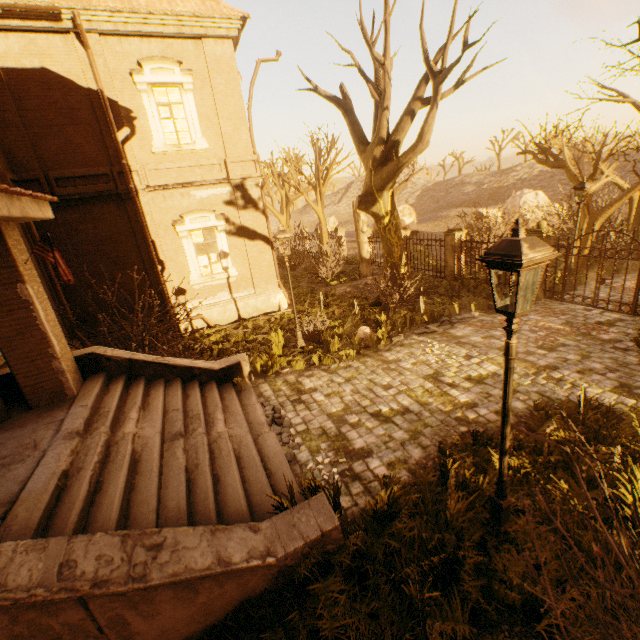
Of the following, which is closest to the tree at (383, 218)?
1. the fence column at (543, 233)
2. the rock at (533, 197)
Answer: the fence column at (543, 233)

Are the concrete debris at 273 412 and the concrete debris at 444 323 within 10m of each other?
yes

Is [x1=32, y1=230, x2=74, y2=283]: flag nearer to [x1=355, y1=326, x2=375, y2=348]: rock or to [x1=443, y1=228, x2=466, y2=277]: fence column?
[x1=355, y1=326, x2=375, y2=348]: rock

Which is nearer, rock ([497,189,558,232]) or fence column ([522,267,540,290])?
fence column ([522,267,540,290])

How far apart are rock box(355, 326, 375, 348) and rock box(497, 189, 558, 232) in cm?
1962

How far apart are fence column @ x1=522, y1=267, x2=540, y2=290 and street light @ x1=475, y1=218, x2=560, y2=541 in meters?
10.1

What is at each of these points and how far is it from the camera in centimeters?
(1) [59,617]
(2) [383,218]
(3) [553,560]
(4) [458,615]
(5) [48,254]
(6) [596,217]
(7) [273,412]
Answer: (1) stairs, 282cm
(2) tree, 1241cm
(3) instancedfoliageactor, 369cm
(4) instancedfoliageactor, 350cm
(5) flag, 614cm
(6) tree, 1355cm
(7) concrete debris, 748cm

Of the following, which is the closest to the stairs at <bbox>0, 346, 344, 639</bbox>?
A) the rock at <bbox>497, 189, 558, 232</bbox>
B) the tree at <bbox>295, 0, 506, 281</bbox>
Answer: the tree at <bbox>295, 0, 506, 281</bbox>
